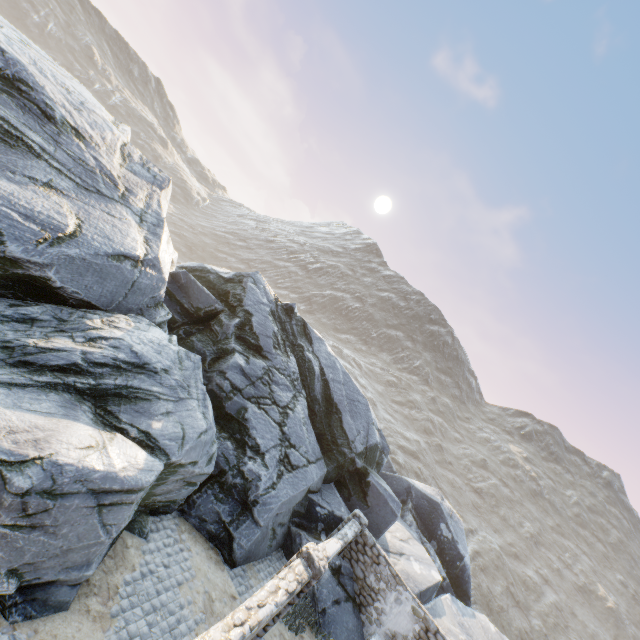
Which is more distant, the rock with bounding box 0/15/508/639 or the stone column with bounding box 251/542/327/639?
the stone column with bounding box 251/542/327/639

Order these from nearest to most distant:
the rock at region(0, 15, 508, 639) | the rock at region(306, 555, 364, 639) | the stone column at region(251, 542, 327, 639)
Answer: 1. the rock at region(0, 15, 508, 639)
2. the stone column at region(251, 542, 327, 639)
3. the rock at region(306, 555, 364, 639)

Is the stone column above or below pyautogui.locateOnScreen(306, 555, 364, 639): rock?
above

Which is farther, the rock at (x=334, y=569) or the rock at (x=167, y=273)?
the rock at (x=334, y=569)

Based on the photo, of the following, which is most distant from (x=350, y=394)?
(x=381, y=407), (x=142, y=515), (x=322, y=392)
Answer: (x=381, y=407)

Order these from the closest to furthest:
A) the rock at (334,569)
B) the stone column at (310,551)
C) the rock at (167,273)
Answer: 1. the rock at (167,273)
2. the stone column at (310,551)
3. the rock at (334,569)

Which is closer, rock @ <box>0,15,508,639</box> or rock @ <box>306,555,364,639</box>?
rock @ <box>0,15,508,639</box>
